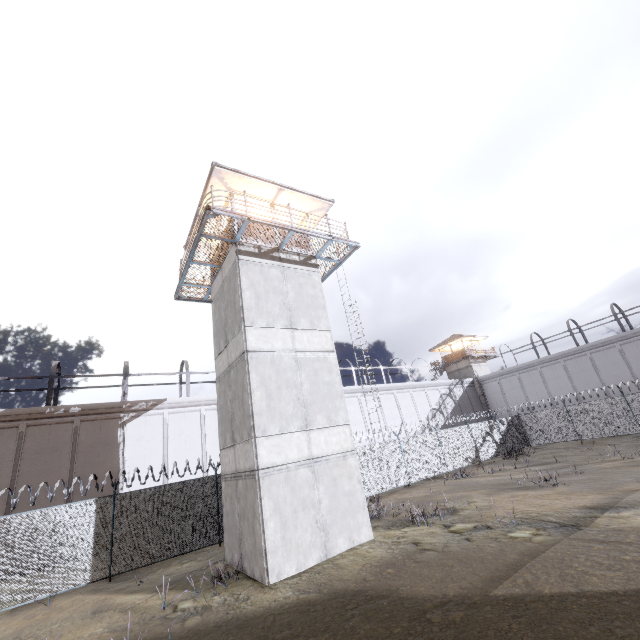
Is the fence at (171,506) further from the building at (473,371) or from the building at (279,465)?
the building at (473,371)

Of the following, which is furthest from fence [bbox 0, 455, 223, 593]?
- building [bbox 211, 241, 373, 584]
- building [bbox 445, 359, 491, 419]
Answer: building [bbox 445, 359, 491, 419]

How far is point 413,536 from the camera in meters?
10.7 m

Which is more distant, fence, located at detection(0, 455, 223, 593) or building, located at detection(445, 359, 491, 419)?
building, located at detection(445, 359, 491, 419)

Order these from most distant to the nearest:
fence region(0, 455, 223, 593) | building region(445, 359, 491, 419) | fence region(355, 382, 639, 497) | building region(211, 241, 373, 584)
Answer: building region(445, 359, 491, 419) < fence region(355, 382, 639, 497) < fence region(0, 455, 223, 593) < building region(211, 241, 373, 584)

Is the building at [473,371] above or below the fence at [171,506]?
above

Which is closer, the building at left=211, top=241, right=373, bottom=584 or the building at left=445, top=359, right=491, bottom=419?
the building at left=211, top=241, right=373, bottom=584

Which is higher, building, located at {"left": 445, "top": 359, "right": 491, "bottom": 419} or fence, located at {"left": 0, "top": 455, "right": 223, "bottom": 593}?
building, located at {"left": 445, "top": 359, "right": 491, "bottom": 419}
